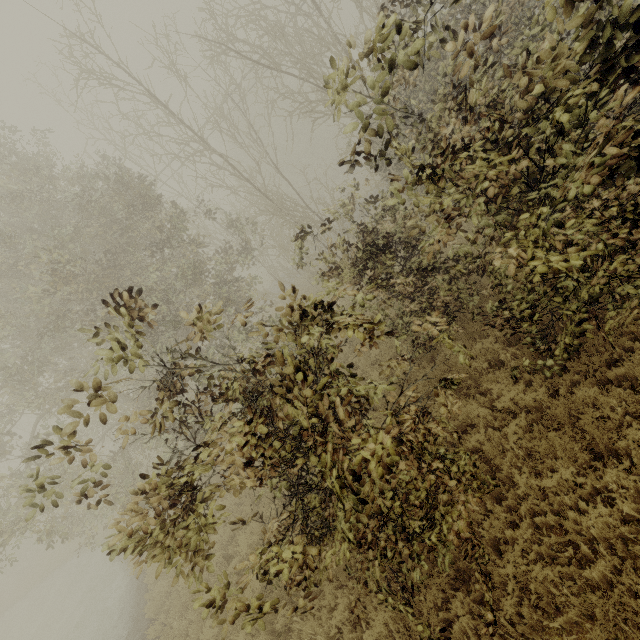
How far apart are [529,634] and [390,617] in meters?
2.0 m
